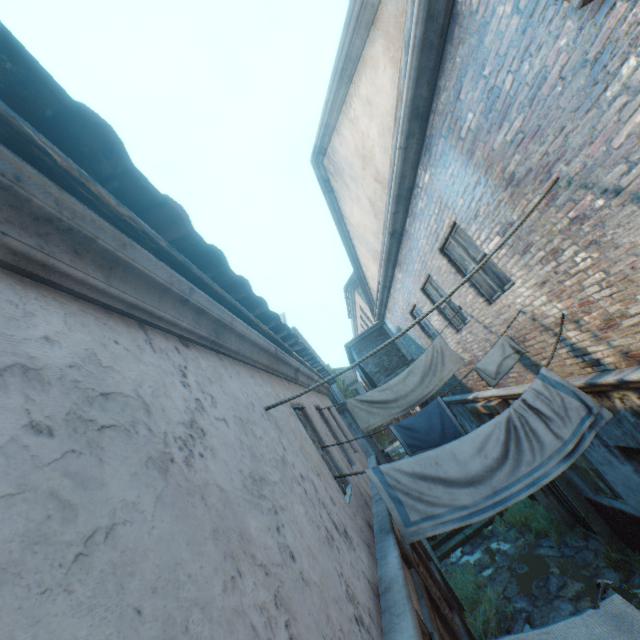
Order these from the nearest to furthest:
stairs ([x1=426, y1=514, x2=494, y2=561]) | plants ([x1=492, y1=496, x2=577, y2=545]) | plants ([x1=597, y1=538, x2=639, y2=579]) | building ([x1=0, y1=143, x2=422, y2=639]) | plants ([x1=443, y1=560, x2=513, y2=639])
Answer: building ([x1=0, y1=143, x2=422, y2=639]), plants ([x1=597, y1=538, x2=639, y2=579]), plants ([x1=443, y1=560, x2=513, y2=639]), plants ([x1=492, y1=496, x2=577, y2=545]), stairs ([x1=426, y1=514, x2=494, y2=561])

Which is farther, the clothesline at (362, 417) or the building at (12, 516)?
the clothesline at (362, 417)

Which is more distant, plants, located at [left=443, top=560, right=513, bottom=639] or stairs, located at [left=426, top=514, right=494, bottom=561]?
stairs, located at [left=426, top=514, right=494, bottom=561]

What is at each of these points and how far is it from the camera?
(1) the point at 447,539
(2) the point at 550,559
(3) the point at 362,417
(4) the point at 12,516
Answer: (1) stairs, 10.9m
(2) ground stones, 7.7m
(3) clothesline, 6.2m
(4) building, 0.7m

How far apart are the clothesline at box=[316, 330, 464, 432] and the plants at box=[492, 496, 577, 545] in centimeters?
558cm

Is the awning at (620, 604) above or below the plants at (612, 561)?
above

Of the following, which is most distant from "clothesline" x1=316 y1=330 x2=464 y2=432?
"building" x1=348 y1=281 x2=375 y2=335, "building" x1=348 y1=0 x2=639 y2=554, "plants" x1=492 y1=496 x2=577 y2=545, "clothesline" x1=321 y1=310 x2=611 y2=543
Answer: "building" x1=348 y1=281 x2=375 y2=335

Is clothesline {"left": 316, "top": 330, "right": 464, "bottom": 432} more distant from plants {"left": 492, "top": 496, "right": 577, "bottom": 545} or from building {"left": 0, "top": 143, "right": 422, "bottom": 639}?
plants {"left": 492, "top": 496, "right": 577, "bottom": 545}
